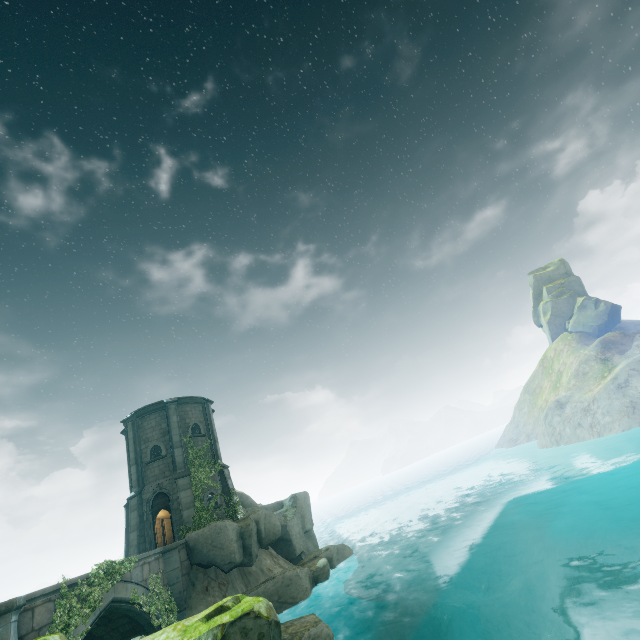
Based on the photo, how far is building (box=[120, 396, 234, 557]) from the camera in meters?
21.1

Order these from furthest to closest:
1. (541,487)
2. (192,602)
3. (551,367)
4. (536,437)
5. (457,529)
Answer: (551,367) < (536,437) < (457,529) < (541,487) < (192,602)

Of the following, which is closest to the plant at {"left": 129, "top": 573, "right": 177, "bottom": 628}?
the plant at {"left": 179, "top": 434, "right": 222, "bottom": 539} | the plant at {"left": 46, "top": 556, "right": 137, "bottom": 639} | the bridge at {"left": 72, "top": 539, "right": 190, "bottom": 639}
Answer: the bridge at {"left": 72, "top": 539, "right": 190, "bottom": 639}

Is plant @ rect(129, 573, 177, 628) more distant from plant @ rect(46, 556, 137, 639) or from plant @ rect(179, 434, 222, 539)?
plant @ rect(179, 434, 222, 539)

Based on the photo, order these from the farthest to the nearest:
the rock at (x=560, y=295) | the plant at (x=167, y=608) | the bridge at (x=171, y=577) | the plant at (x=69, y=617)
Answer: the rock at (x=560, y=295), the plant at (x=167, y=608), the bridge at (x=171, y=577), the plant at (x=69, y=617)

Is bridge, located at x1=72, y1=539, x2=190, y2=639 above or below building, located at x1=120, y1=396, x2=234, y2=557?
below

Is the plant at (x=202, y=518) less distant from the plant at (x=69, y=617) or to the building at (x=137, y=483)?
the building at (x=137, y=483)

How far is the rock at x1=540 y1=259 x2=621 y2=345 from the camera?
49.47m
